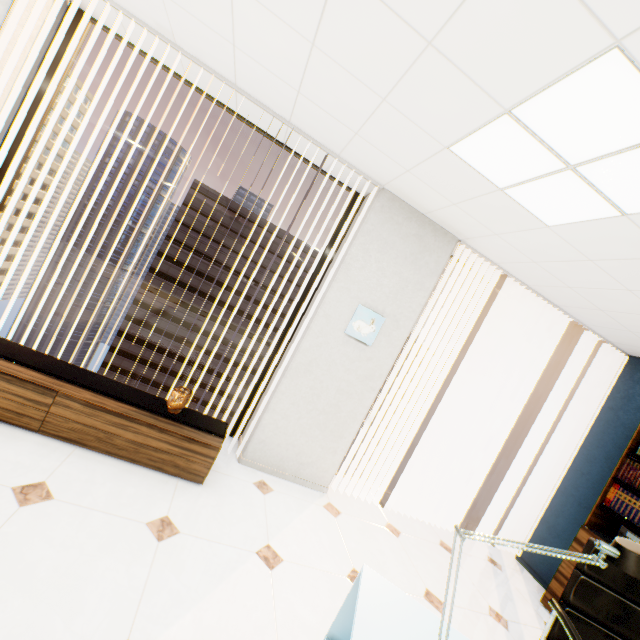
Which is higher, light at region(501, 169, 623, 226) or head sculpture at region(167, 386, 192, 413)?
light at region(501, 169, 623, 226)

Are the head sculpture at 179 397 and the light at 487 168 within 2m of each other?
no

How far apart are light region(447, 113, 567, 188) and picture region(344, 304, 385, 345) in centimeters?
146cm

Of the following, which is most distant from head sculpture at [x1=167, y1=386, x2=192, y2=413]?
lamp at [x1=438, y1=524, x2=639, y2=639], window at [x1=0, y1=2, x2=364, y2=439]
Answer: lamp at [x1=438, y1=524, x2=639, y2=639]

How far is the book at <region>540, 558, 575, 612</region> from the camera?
3.3m

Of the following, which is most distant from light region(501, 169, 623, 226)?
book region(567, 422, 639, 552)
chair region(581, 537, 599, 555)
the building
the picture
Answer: the building

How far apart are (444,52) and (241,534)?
3.1 meters

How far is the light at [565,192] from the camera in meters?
1.8
